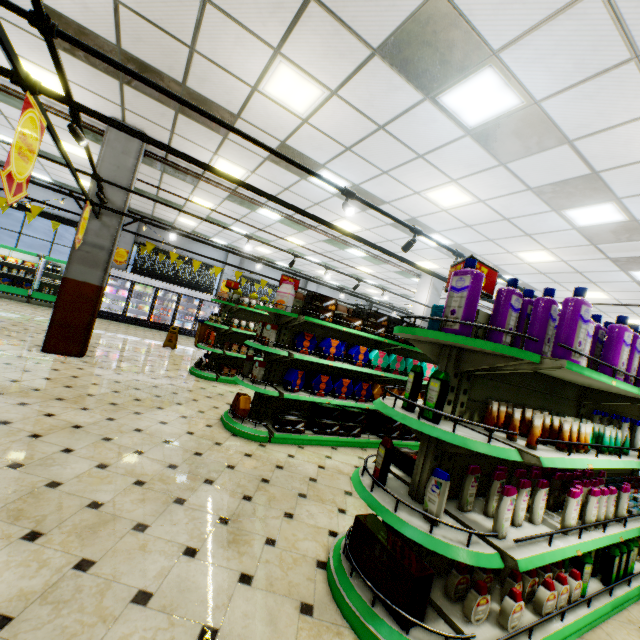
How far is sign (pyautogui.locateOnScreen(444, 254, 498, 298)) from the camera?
2.3m

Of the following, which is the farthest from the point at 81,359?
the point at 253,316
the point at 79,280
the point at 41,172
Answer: the point at 41,172

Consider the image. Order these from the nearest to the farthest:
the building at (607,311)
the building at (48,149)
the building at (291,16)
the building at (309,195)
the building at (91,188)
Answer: the building at (291,16), the building at (309,195), the building at (91,188), the building at (48,149), the building at (607,311)

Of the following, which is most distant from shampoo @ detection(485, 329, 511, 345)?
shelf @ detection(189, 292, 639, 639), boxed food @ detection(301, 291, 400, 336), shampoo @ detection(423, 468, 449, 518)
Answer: boxed food @ detection(301, 291, 400, 336)

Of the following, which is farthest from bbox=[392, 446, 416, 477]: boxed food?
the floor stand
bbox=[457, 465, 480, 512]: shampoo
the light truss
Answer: A: the floor stand

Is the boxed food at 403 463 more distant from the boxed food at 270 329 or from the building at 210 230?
the boxed food at 270 329

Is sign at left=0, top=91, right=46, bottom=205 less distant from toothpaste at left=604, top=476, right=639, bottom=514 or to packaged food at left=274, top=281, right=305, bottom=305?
packaged food at left=274, top=281, right=305, bottom=305

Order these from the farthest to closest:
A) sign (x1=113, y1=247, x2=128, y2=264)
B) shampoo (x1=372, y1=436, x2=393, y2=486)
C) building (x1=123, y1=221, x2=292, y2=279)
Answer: building (x1=123, y1=221, x2=292, y2=279), sign (x1=113, y1=247, x2=128, y2=264), shampoo (x1=372, y1=436, x2=393, y2=486)
